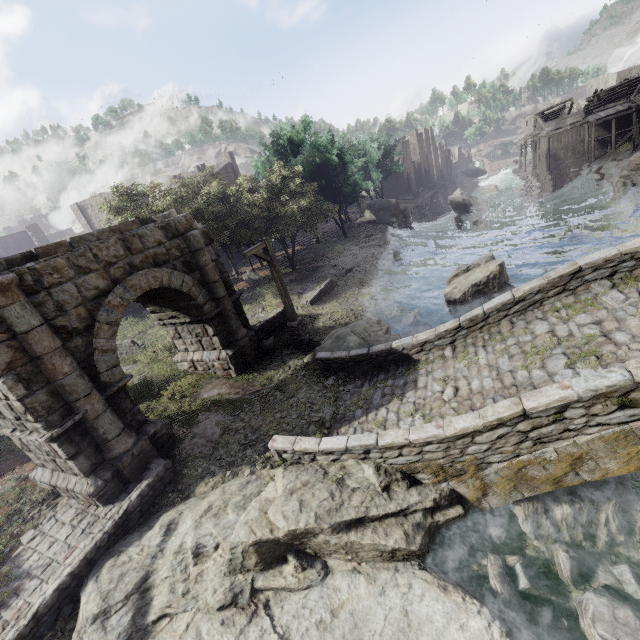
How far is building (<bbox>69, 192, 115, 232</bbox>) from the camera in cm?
4169

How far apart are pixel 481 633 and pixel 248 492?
5.04m

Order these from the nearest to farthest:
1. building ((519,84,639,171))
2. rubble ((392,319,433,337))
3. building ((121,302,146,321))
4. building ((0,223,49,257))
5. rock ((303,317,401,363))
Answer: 1. rock ((303,317,401,363))
2. rubble ((392,319,433,337))
3. building ((121,302,146,321))
4. building ((519,84,639,171))
5. building ((0,223,49,257))

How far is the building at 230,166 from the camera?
42.7 meters

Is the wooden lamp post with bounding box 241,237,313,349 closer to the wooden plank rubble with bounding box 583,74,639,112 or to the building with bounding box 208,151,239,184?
the building with bounding box 208,151,239,184

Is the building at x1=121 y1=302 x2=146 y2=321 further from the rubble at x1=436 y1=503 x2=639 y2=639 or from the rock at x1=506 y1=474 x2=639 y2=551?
the rubble at x1=436 y1=503 x2=639 y2=639

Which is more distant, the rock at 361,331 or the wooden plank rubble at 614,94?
the wooden plank rubble at 614,94

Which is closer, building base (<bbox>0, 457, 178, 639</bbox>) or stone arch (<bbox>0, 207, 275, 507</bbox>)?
building base (<bbox>0, 457, 178, 639</bbox>)
